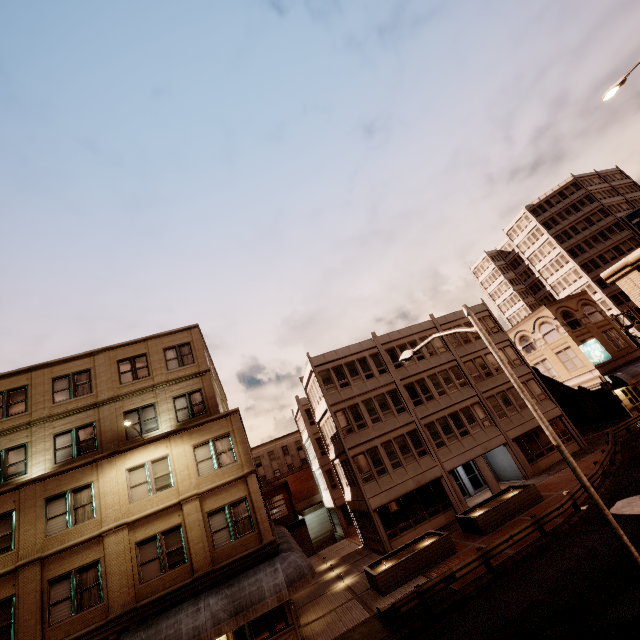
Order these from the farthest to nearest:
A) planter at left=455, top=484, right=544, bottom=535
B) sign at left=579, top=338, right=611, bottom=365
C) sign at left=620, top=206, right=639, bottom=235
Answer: sign at left=620, top=206, right=639, bottom=235
sign at left=579, top=338, right=611, bottom=365
planter at left=455, top=484, right=544, bottom=535

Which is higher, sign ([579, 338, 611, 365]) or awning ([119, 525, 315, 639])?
sign ([579, 338, 611, 365])

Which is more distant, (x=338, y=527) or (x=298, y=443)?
(x=298, y=443)

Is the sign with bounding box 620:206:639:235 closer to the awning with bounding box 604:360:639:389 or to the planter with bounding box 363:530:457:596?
the awning with bounding box 604:360:639:389

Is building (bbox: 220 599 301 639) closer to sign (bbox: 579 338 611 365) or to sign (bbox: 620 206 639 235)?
sign (bbox: 579 338 611 365)

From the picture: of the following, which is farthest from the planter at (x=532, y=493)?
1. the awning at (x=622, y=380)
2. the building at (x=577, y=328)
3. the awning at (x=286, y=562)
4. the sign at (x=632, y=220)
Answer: the sign at (x=632, y=220)

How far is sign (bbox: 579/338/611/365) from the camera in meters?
32.0 m

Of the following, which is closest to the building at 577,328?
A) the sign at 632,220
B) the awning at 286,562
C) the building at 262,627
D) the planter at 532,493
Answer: the planter at 532,493
